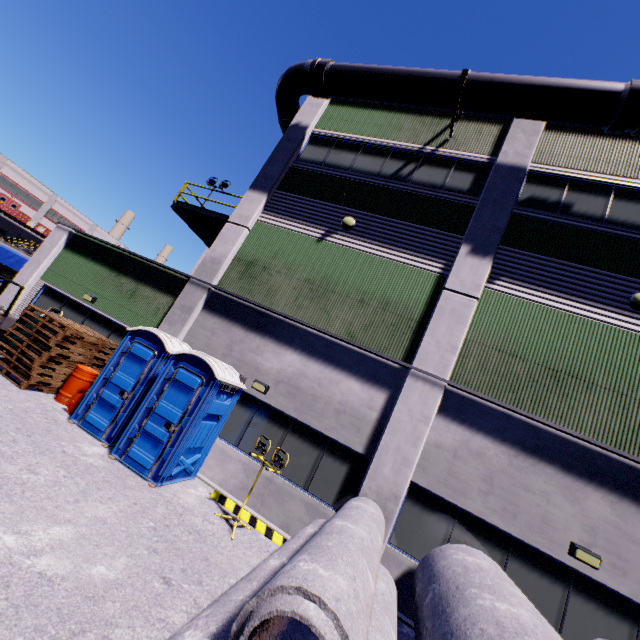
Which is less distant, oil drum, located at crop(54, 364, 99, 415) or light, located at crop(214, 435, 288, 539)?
light, located at crop(214, 435, 288, 539)

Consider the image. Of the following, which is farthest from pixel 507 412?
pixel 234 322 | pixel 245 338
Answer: pixel 234 322

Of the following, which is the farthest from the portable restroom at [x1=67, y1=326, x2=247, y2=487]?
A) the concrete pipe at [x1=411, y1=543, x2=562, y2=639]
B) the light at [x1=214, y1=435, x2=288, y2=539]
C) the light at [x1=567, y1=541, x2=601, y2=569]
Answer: the light at [x1=567, y1=541, x2=601, y2=569]

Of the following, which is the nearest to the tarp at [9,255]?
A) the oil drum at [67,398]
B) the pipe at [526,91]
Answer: the pipe at [526,91]

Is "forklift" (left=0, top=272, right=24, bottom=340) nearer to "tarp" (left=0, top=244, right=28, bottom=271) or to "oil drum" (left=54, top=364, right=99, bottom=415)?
"tarp" (left=0, top=244, right=28, bottom=271)

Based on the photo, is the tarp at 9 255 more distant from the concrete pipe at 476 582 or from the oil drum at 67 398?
the oil drum at 67 398

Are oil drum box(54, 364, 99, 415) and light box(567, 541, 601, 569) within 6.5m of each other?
no

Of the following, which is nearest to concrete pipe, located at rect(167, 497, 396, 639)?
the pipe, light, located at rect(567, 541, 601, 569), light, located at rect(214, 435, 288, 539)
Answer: light, located at rect(214, 435, 288, 539)
